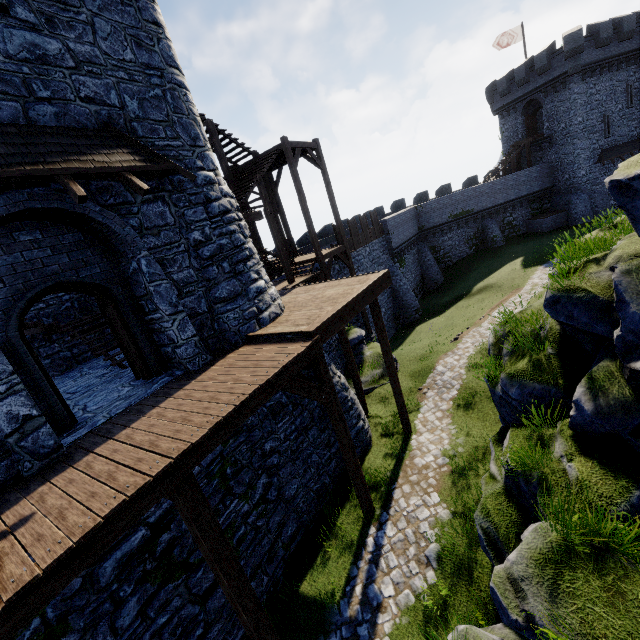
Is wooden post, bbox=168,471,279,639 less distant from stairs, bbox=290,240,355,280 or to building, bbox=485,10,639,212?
stairs, bbox=290,240,355,280

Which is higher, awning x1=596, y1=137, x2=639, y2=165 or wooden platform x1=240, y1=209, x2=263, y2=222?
wooden platform x1=240, y1=209, x2=263, y2=222

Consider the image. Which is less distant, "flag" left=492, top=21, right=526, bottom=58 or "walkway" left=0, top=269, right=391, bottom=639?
"walkway" left=0, top=269, right=391, bottom=639

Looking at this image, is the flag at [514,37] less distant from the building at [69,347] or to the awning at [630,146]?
the awning at [630,146]

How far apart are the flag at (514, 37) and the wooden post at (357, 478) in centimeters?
4411cm

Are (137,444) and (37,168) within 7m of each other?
yes

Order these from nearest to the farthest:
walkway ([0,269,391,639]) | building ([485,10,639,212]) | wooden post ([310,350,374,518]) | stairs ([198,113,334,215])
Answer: walkway ([0,269,391,639])
wooden post ([310,350,374,518])
stairs ([198,113,334,215])
building ([485,10,639,212])

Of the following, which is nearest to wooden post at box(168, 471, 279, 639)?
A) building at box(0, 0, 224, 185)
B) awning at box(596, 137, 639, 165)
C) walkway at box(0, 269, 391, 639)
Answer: walkway at box(0, 269, 391, 639)
